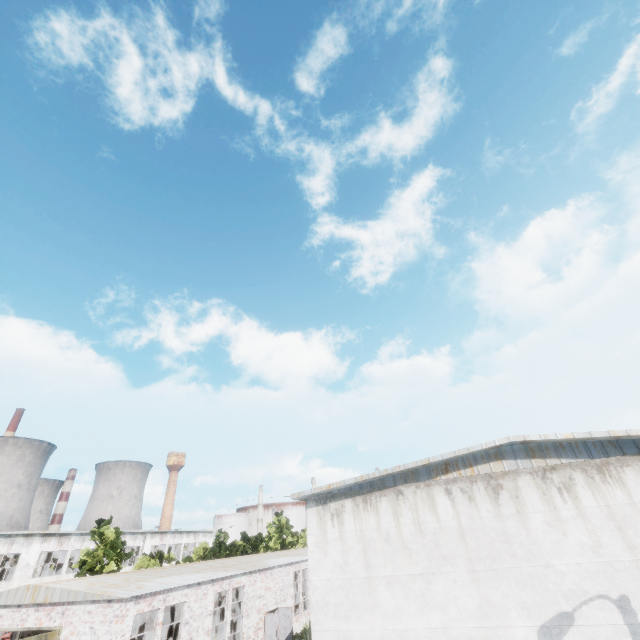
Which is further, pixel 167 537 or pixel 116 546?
pixel 167 537
